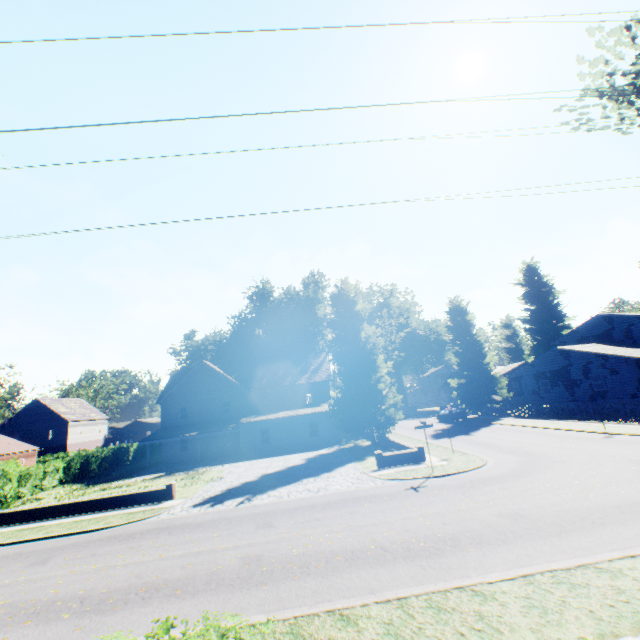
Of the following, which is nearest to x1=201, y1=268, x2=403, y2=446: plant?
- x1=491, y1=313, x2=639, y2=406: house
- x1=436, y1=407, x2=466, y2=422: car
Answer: x1=491, y1=313, x2=639, y2=406: house

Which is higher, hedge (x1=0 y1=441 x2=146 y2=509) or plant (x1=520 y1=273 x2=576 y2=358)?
plant (x1=520 y1=273 x2=576 y2=358)

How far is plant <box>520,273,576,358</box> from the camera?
56.50m

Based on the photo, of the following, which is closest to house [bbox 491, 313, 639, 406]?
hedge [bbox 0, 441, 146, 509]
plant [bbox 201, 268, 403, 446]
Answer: plant [bbox 201, 268, 403, 446]

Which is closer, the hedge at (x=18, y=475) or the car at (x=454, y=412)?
the hedge at (x=18, y=475)

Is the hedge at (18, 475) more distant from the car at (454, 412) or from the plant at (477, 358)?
the car at (454, 412)

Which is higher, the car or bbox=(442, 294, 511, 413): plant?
bbox=(442, 294, 511, 413): plant

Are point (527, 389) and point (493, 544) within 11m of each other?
no
